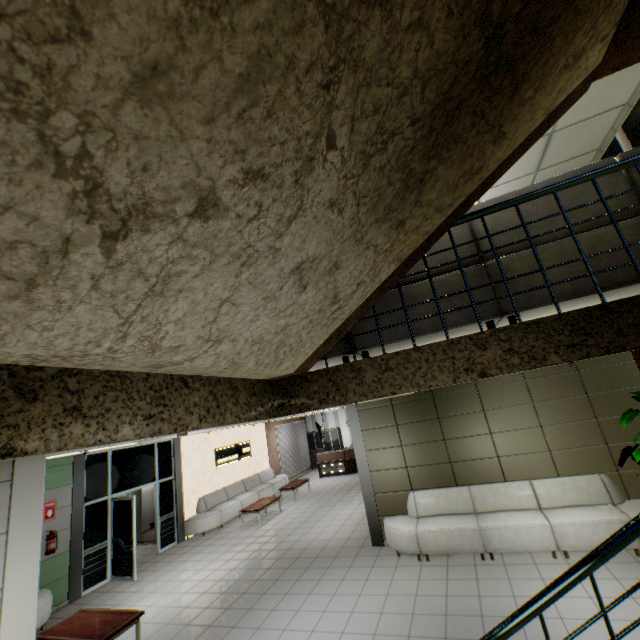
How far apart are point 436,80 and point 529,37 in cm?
61

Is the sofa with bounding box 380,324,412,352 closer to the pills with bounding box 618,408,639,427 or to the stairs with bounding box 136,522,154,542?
the pills with bounding box 618,408,639,427

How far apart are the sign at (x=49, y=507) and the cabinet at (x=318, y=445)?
14.3m

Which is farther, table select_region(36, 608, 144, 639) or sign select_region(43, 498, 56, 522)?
sign select_region(43, 498, 56, 522)

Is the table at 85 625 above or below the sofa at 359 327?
below

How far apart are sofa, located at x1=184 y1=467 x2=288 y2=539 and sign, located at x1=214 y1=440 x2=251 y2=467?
0.8 meters

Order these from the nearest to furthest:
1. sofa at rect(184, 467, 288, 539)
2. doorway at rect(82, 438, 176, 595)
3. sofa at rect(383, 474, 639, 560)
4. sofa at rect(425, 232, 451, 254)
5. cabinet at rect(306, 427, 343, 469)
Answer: sofa at rect(425, 232, 451, 254), sofa at rect(383, 474, 639, 560), doorway at rect(82, 438, 176, 595), sofa at rect(184, 467, 288, 539), cabinet at rect(306, 427, 343, 469)

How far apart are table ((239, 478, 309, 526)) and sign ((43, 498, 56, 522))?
5.2m
